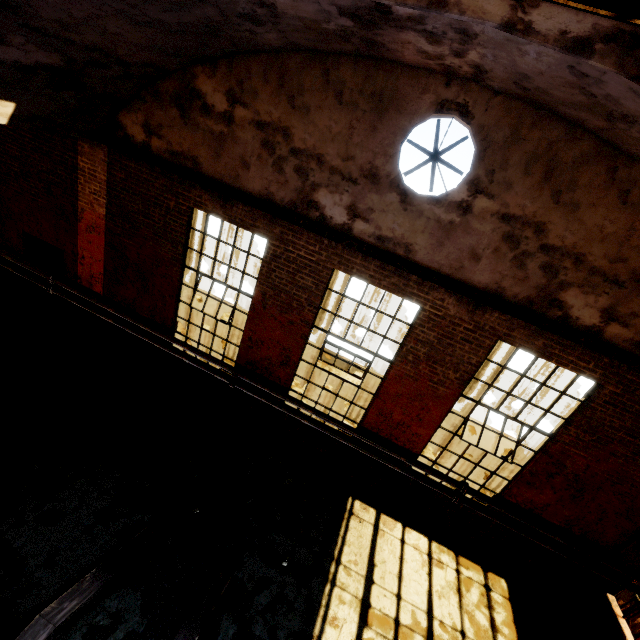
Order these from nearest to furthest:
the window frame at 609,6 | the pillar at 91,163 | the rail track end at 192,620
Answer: the window frame at 609,6 < the rail track end at 192,620 < the pillar at 91,163

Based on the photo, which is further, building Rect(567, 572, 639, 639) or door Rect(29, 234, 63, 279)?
door Rect(29, 234, 63, 279)

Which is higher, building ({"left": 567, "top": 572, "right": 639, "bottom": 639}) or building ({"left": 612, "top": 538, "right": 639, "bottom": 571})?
building ({"left": 612, "top": 538, "right": 639, "bottom": 571})

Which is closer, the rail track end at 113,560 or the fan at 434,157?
the rail track end at 113,560

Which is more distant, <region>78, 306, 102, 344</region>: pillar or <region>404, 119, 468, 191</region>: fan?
<region>78, 306, 102, 344</region>: pillar

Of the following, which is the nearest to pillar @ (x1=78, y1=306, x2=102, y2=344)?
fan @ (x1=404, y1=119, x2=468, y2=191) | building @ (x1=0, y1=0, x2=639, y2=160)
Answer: building @ (x1=0, y1=0, x2=639, y2=160)

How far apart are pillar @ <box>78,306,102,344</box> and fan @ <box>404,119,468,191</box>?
5.9 meters

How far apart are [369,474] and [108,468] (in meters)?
5.35
